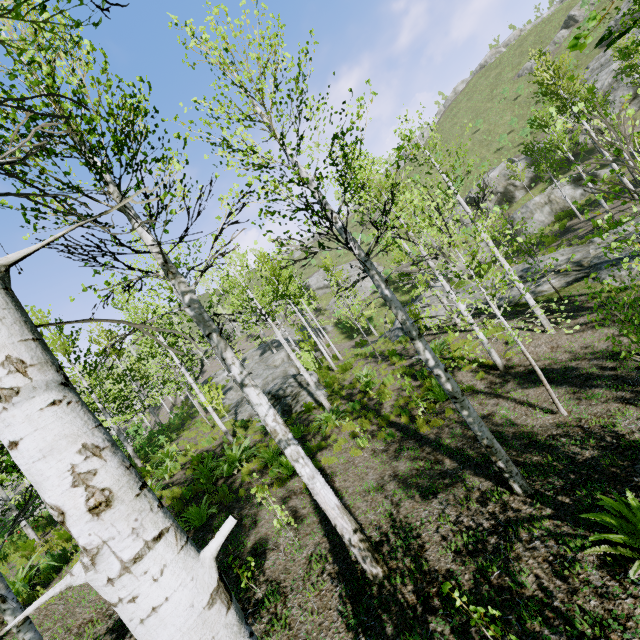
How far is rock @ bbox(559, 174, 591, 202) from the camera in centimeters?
2550cm

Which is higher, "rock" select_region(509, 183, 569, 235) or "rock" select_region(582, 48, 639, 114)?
"rock" select_region(582, 48, 639, 114)

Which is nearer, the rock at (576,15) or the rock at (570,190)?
the rock at (570,190)

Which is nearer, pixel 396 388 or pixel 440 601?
pixel 440 601

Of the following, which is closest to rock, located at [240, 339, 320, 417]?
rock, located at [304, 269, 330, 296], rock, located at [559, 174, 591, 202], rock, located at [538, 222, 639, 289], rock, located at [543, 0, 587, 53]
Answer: rock, located at [538, 222, 639, 289]

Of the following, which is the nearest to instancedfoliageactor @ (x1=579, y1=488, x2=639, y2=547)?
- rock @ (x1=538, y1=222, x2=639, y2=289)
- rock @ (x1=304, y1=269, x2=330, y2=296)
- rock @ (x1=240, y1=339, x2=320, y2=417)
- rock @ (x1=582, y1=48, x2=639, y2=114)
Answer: rock @ (x1=538, y1=222, x2=639, y2=289)

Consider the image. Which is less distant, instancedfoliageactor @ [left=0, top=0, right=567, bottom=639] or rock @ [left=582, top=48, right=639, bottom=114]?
instancedfoliageactor @ [left=0, top=0, right=567, bottom=639]

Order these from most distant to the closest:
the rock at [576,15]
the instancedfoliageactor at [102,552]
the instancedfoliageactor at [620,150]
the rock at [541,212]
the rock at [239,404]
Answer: the rock at [576,15] < the rock at [541,212] < the rock at [239,404] < the instancedfoliageactor at [620,150] < the instancedfoliageactor at [102,552]
